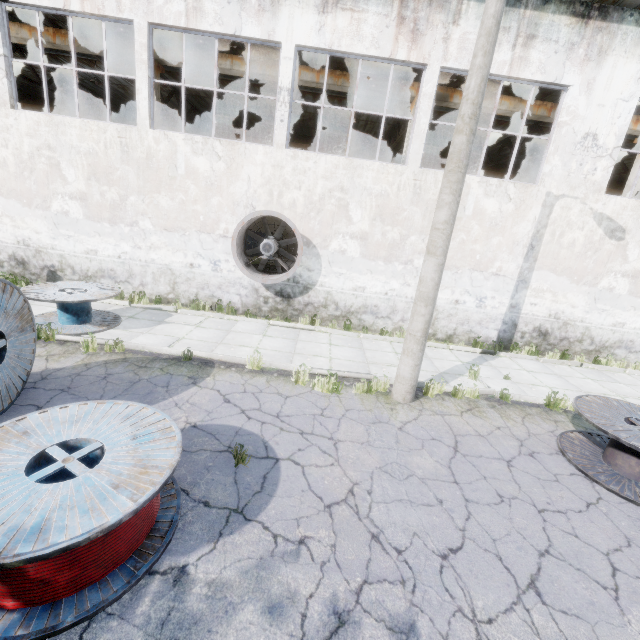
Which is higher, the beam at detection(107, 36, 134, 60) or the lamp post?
the beam at detection(107, 36, 134, 60)

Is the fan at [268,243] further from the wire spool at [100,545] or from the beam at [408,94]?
the wire spool at [100,545]

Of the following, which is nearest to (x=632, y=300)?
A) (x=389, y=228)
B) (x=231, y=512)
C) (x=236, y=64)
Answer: (x=389, y=228)

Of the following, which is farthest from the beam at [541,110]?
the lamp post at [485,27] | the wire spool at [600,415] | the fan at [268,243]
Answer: the wire spool at [600,415]

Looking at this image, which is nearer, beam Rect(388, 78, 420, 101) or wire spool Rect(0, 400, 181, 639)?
wire spool Rect(0, 400, 181, 639)

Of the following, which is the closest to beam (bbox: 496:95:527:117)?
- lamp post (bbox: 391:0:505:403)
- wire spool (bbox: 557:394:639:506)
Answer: lamp post (bbox: 391:0:505:403)

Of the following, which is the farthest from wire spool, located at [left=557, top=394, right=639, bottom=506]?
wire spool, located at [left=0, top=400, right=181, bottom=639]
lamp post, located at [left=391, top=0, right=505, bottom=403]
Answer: wire spool, located at [left=0, top=400, right=181, bottom=639]

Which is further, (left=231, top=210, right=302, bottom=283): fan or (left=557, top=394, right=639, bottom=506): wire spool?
(left=231, top=210, right=302, bottom=283): fan
